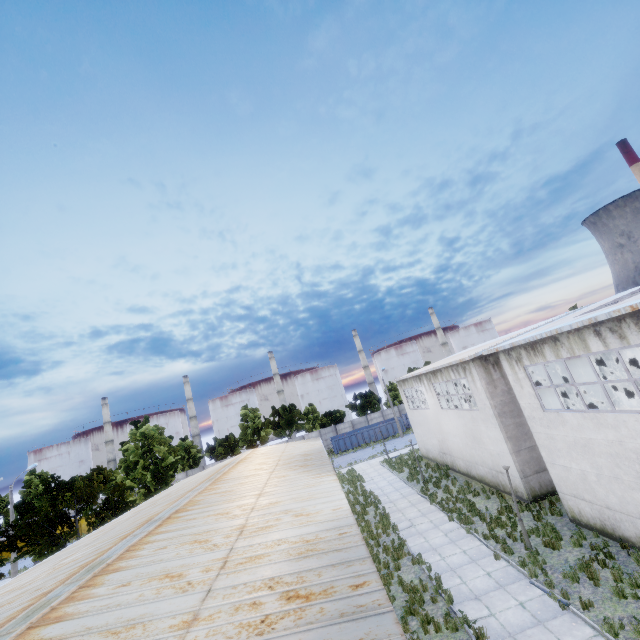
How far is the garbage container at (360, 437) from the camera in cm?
4906

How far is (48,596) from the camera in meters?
6.9

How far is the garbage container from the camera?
49.1 meters
